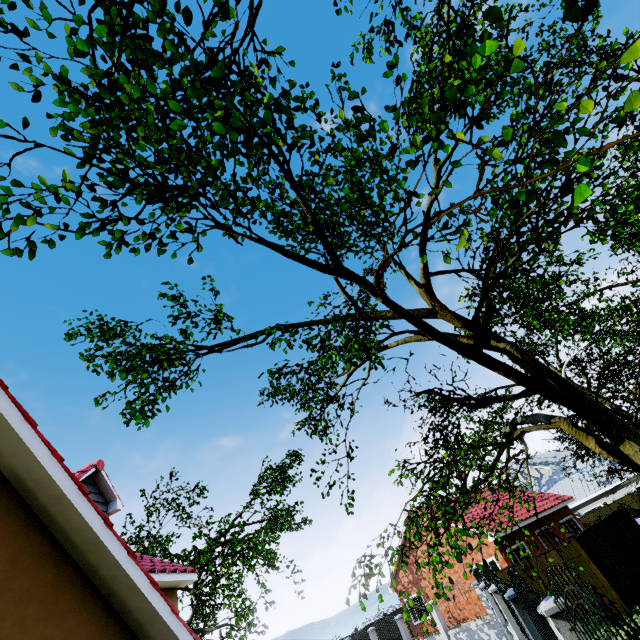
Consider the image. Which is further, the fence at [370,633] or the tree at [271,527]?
the fence at [370,633]

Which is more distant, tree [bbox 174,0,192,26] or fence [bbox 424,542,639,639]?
fence [bbox 424,542,639,639]

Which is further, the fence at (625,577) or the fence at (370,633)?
the fence at (370,633)

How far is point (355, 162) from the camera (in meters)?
9.47

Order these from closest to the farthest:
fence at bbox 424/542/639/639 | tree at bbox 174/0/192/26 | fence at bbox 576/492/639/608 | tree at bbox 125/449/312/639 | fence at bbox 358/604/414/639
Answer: tree at bbox 174/0/192/26 → fence at bbox 424/542/639/639 → fence at bbox 576/492/639/608 → tree at bbox 125/449/312/639 → fence at bbox 358/604/414/639
